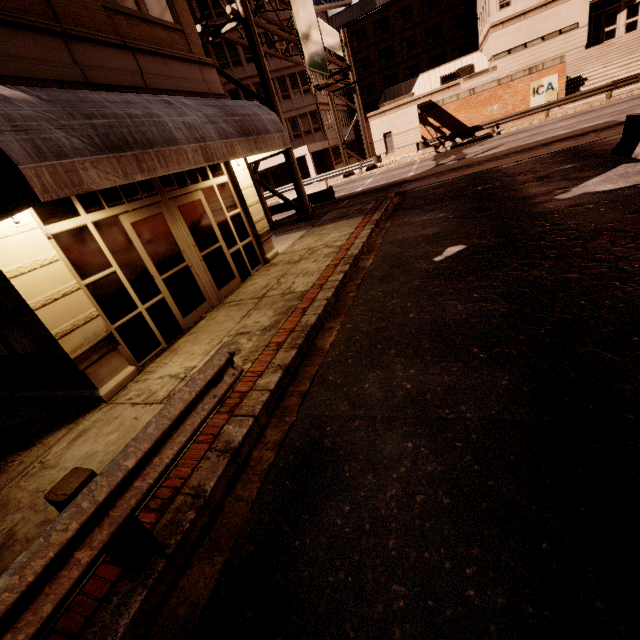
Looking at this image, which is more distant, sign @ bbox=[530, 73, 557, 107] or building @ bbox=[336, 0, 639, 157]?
building @ bbox=[336, 0, 639, 157]

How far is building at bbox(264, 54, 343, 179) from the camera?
33.0 meters

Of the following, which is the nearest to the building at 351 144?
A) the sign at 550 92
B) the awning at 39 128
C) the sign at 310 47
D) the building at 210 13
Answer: the building at 210 13

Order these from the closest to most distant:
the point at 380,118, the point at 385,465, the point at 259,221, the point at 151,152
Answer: the point at 385,465
the point at 151,152
the point at 259,221
the point at 380,118

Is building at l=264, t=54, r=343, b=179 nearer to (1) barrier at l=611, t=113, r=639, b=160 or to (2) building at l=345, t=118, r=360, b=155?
(2) building at l=345, t=118, r=360, b=155

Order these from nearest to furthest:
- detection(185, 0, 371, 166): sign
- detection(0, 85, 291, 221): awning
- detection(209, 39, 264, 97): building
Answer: detection(0, 85, 291, 221): awning, detection(185, 0, 371, 166): sign, detection(209, 39, 264, 97): building

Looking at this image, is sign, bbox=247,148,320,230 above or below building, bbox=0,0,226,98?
below

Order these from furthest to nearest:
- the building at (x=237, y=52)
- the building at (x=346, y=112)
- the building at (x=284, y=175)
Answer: the building at (x=346, y=112) < the building at (x=284, y=175) < the building at (x=237, y=52)
